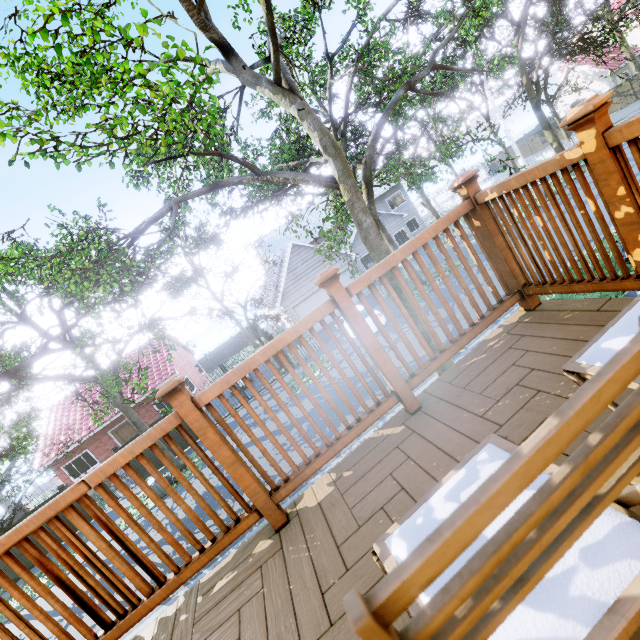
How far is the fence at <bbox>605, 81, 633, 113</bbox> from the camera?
31.31m

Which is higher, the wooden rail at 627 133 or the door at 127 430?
the wooden rail at 627 133

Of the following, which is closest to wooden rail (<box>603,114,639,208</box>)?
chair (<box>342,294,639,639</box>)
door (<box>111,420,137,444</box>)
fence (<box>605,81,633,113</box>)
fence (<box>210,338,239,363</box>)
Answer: chair (<box>342,294,639,639</box>)

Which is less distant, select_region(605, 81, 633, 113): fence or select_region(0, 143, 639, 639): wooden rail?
select_region(0, 143, 639, 639): wooden rail

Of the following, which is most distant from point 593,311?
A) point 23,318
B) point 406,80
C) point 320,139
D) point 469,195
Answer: point 406,80

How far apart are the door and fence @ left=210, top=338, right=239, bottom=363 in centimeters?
1792cm

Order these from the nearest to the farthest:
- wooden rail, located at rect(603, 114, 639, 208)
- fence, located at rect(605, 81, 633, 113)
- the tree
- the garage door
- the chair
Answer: the chair, wooden rail, located at rect(603, 114, 639, 208), the tree, the garage door, fence, located at rect(605, 81, 633, 113)

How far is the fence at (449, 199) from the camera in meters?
42.2 m
